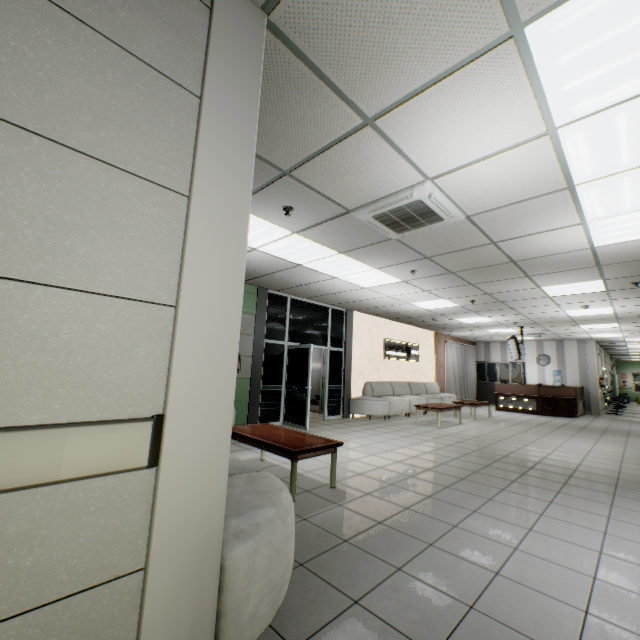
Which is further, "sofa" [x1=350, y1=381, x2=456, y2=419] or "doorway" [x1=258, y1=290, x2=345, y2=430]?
"sofa" [x1=350, y1=381, x2=456, y2=419]

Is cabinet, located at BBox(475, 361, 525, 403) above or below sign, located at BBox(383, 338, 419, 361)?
below

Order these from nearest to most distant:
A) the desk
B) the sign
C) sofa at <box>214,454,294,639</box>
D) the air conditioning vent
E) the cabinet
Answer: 1. sofa at <box>214,454,294,639</box>
2. the air conditioning vent
3. the sign
4. the desk
5. the cabinet

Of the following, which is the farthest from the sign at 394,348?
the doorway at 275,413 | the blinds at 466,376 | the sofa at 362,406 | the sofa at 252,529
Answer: the sofa at 252,529

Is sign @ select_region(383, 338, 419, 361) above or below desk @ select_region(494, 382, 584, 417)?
above

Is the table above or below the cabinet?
below

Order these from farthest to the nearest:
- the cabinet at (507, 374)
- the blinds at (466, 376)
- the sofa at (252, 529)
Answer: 1. the cabinet at (507, 374)
2. the blinds at (466, 376)
3. the sofa at (252, 529)

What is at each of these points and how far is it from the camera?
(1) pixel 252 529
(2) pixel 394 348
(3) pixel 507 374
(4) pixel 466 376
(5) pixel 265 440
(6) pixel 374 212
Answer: (1) sofa, 1.6m
(2) sign, 11.7m
(3) cabinet, 16.1m
(4) blinds, 16.1m
(5) table, 3.8m
(6) air conditioning vent, 3.7m
